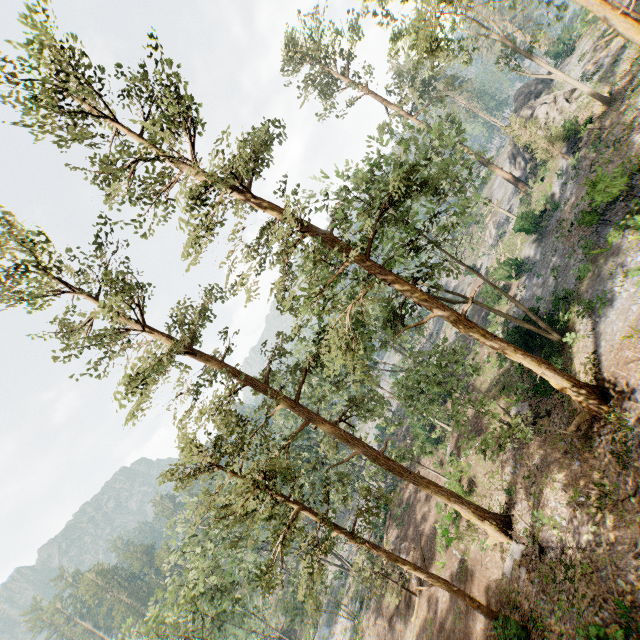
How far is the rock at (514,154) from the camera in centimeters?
→ 3844cm

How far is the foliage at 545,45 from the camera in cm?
2620

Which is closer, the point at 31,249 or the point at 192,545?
the point at 31,249

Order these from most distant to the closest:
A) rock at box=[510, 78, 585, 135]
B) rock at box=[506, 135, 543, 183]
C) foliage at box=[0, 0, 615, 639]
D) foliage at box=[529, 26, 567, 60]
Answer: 1. rock at box=[506, 135, 543, 183]
2. rock at box=[510, 78, 585, 135]
3. foliage at box=[529, 26, 567, 60]
4. foliage at box=[0, 0, 615, 639]

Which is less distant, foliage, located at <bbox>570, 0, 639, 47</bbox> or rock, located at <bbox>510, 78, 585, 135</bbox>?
foliage, located at <bbox>570, 0, 639, 47</bbox>

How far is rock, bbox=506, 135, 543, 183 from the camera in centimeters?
3844cm
